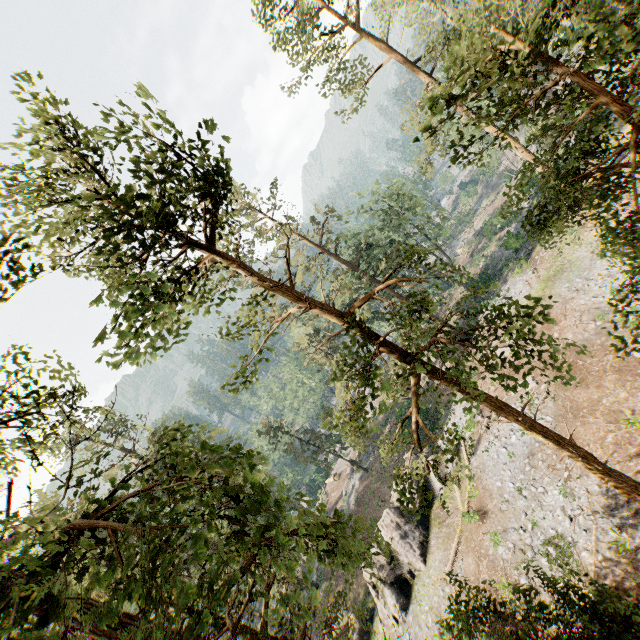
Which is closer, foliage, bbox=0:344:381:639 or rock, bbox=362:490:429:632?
foliage, bbox=0:344:381:639

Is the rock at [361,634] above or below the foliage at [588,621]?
below

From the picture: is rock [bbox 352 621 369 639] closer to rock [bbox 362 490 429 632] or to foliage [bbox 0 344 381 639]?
rock [bbox 362 490 429 632]

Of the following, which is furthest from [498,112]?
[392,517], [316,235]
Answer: [316,235]

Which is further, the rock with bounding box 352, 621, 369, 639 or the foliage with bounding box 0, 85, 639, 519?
the rock with bounding box 352, 621, 369, 639

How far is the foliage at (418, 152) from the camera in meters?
28.2 m

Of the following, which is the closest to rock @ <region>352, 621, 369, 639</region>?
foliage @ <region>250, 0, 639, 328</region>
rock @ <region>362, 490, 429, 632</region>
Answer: rock @ <region>362, 490, 429, 632</region>
